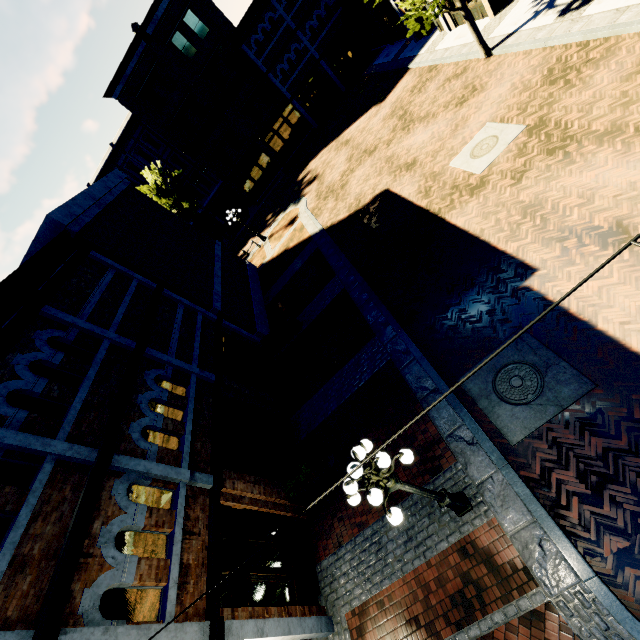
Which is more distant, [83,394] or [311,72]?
[311,72]

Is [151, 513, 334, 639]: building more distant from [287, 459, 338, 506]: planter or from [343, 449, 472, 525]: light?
[287, 459, 338, 506]: planter

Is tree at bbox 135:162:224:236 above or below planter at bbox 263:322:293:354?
above

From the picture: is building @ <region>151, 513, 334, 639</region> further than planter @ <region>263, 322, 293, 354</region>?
No

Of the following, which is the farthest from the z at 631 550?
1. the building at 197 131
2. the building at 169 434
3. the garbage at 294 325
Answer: the building at 197 131

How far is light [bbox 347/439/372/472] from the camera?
5.1 meters

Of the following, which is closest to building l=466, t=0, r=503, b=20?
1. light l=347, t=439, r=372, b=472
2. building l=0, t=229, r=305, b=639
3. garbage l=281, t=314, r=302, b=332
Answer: building l=0, t=229, r=305, b=639

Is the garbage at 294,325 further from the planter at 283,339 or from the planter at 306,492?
the planter at 306,492
